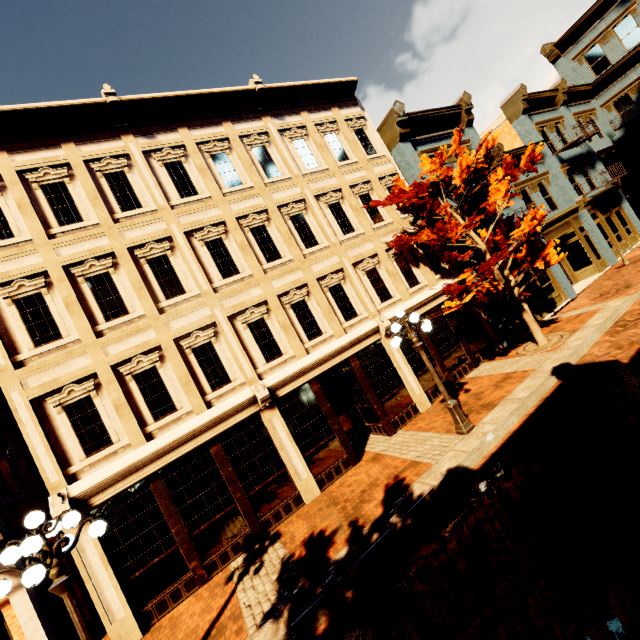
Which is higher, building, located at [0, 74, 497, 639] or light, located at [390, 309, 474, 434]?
building, located at [0, 74, 497, 639]

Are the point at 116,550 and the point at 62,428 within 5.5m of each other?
yes

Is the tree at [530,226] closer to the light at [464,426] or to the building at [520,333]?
the building at [520,333]

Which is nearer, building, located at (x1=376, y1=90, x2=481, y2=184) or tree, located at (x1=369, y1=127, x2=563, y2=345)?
tree, located at (x1=369, y1=127, x2=563, y2=345)

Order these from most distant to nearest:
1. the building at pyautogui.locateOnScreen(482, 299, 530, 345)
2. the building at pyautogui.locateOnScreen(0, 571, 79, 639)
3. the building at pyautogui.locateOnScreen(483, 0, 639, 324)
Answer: →
1. the building at pyautogui.locateOnScreen(483, 0, 639, 324)
2. the building at pyautogui.locateOnScreen(482, 299, 530, 345)
3. the building at pyautogui.locateOnScreen(0, 571, 79, 639)

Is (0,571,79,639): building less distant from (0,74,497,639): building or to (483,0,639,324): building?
(0,74,497,639): building

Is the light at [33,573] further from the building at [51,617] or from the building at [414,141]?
the building at [414,141]

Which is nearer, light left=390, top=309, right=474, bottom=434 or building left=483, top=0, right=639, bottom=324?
light left=390, top=309, right=474, bottom=434
